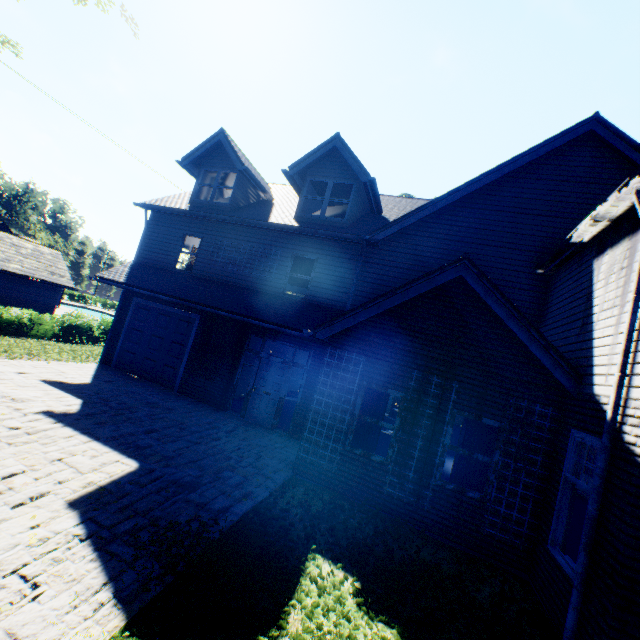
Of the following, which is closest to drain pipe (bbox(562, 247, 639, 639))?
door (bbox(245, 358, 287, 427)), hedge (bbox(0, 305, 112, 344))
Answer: door (bbox(245, 358, 287, 427))

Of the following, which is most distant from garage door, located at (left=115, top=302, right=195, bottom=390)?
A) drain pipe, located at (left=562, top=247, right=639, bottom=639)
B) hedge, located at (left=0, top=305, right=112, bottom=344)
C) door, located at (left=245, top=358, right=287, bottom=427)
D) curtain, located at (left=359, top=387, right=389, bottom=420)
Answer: drain pipe, located at (left=562, top=247, right=639, bottom=639)

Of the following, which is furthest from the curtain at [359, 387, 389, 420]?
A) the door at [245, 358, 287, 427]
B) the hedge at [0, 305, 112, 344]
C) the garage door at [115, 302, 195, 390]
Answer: the hedge at [0, 305, 112, 344]

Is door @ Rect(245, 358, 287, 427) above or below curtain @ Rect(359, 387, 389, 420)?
below

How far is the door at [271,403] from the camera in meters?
10.9

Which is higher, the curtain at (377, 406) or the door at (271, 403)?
the curtain at (377, 406)

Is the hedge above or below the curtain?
below

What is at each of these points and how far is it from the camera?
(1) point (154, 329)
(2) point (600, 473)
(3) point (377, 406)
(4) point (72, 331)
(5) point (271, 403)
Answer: (1) garage door, 12.8m
(2) drain pipe, 4.4m
(3) curtain, 7.7m
(4) hedge, 20.3m
(5) door, 10.9m
